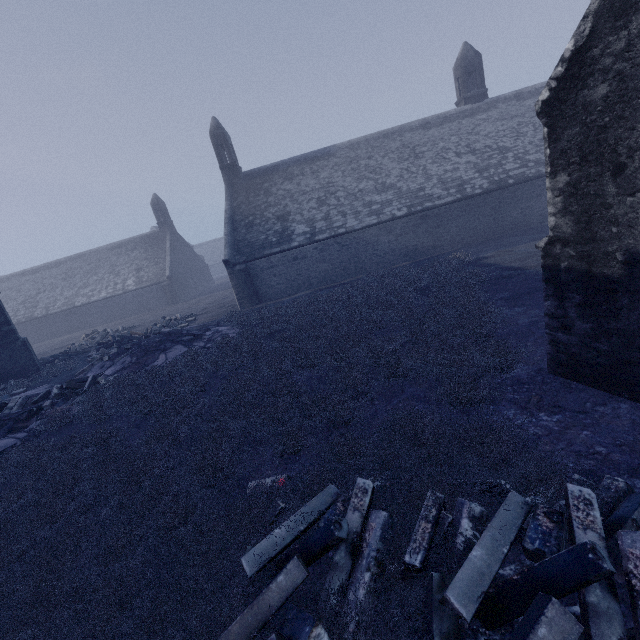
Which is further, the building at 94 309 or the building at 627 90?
the building at 94 309

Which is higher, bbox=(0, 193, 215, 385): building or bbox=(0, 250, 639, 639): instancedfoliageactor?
bbox=(0, 193, 215, 385): building

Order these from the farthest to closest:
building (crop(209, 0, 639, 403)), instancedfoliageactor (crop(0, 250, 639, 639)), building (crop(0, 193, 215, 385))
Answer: building (crop(0, 193, 215, 385)) → building (crop(209, 0, 639, 403)) → instancedfoliageactor (crop(0, 250, 639, 639))

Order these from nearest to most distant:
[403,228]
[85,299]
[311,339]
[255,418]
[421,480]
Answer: [421,480]
[255,418]
[311,339]
[403,228]
[85,299]

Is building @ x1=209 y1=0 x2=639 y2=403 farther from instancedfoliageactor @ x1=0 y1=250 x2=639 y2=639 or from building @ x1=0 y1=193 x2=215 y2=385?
building @ x1=0 y1=193 x2=215 y2=385

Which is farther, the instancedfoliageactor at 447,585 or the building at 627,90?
the building at 627,90

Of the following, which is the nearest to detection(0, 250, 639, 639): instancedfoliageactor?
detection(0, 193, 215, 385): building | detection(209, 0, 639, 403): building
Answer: detection(209, 0, 639, 403): building
